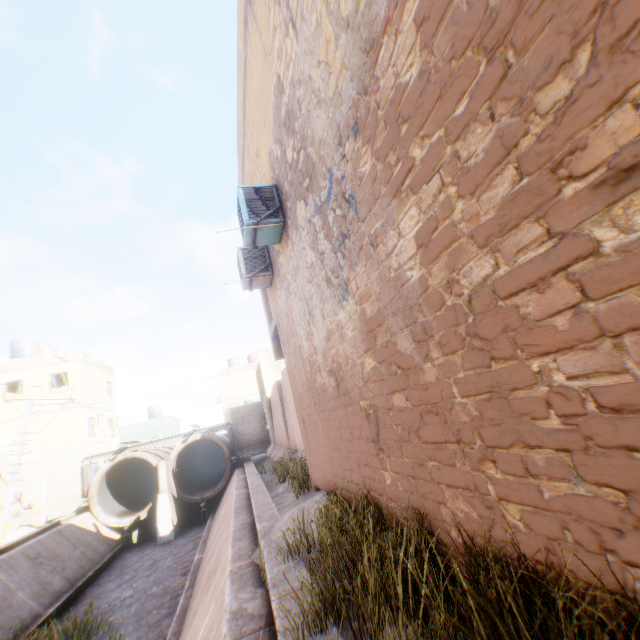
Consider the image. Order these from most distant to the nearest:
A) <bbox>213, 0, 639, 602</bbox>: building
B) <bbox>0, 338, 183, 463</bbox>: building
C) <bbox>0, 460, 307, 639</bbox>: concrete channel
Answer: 1. <bbox>0, 338, 183, 463</bbox>: building
2. <bbox>0, 460, 307, 639</bbox>: concrete channel
3. <bbox>213, 0, 639, 602</bbox>: building

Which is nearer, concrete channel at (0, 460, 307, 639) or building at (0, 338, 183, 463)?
concrete channel at (0, 460, 307, 639)

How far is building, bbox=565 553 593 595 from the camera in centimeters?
149cm

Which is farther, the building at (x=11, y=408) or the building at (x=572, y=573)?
the building at (x=11, y=408)

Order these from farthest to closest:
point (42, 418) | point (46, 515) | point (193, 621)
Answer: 1. point (42, 418)
2. point (46, 515)
3. point (193, 621)

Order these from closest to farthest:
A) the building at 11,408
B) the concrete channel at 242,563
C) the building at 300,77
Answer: the building at 300,77 → the concrete channel at 242,563 → the building at 11,408

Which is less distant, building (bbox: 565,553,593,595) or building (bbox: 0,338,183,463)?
building (bbox: 565,553,593,595)
